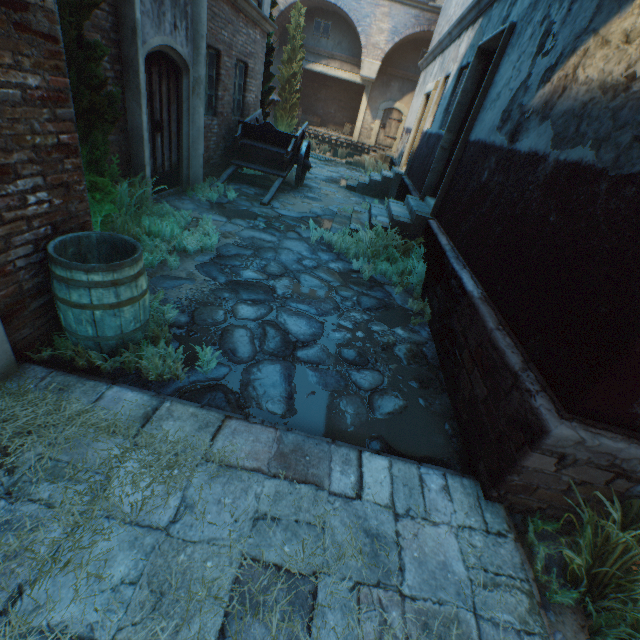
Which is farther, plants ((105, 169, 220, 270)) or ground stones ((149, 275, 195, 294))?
plants ((105, 169, 220, 270))

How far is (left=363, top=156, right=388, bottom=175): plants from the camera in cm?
1348

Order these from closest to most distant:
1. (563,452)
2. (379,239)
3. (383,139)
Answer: (563,452)
(379,239)
(383,139)

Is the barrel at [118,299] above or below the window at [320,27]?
below

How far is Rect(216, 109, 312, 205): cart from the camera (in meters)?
8.72

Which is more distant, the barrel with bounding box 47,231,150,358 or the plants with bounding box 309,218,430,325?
the plants with bounding box 309,218,430,325

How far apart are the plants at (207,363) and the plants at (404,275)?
3.1m

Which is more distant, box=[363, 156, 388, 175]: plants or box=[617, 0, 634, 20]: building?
box=[363, 156, 388, 175]: plants
